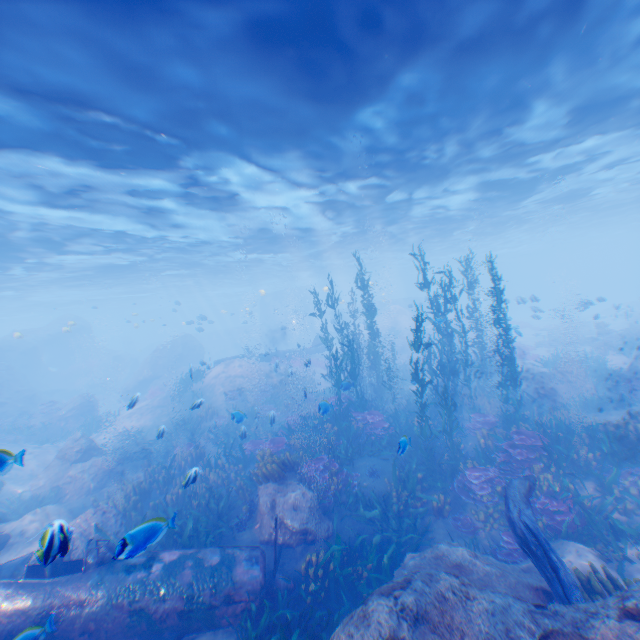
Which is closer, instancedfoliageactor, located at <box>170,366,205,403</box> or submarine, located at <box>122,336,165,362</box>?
instancedfoliageactor, located at <box>170,366,205,403</box>

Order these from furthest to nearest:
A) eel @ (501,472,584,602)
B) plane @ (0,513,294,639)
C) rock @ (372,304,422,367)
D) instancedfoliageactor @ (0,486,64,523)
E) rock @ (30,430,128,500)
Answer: rock @ (372,304,422,367)
rock @ (30,430,128,500)
instancedfoliageactor @ (0,486,64,523)
plane @ (0,513,294,639)
eel @ (501,472,584,602)

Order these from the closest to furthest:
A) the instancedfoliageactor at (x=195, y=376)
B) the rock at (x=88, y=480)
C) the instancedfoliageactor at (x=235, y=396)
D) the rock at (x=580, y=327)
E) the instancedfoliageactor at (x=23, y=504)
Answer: the instancedfoliageactor at (x=23, y=504)
the rock at (x=88, y=480)
the instancedfoliageactor at (x=235, y=396)
the instancedfoliageactor at (x=195, y=376)
the rock at (x=580, y=327)

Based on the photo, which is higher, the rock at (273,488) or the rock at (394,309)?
the rock at (394,309)

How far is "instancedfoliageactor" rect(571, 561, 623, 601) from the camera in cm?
572

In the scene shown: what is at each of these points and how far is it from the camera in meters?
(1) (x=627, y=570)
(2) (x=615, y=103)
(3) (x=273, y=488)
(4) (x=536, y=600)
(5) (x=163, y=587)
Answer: (1) rock, 6.9 m
(2) light, 12.6 m
(3) rock, 9.8 m
(4) rock, 5.9 m
(5) plane, 6.7 m

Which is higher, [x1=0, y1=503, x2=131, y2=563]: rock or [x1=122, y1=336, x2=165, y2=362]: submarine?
[x1=122, y1=336, x2=165, y2=362]: submarine

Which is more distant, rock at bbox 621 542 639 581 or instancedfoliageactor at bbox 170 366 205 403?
instancedfoliageactor at bbox 170 366 205 403
